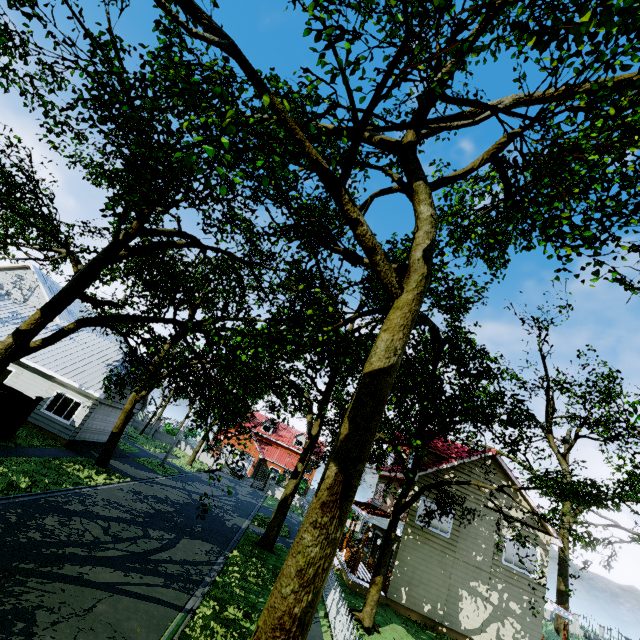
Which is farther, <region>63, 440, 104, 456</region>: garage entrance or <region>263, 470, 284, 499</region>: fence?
<region>263, 470, 284, 499</region>: fence

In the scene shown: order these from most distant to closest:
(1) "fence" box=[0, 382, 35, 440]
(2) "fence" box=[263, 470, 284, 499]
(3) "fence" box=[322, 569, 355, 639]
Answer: (2) "fence" box=[263, 470, 284, 499]
(1) "fence" box=[0, 382, 35, 440]
(3) "fence" box=[322, 569, 355, 639]

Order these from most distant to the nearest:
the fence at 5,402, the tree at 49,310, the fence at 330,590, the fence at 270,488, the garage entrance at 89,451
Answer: the fence at 270,488, the garage entrance at 89,451, the fence at 5,402, the fence at 330,590, the tree at 49,310

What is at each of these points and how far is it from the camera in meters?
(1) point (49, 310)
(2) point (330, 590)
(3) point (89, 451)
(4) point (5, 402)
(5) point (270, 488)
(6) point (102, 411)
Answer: (1) tree, 10.0 m
(2) fence, 13.2 m
(3) garage entrance, 19.4 m
(4) fence, 14.1 m
(5) fence, 39.7 m
(6) garage door, 21.0 m

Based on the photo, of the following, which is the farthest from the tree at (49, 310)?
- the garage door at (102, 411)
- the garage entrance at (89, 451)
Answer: the garage door at (102, 411)

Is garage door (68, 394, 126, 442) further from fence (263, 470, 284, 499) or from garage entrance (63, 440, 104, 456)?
fence (263, 470, 284, 499)

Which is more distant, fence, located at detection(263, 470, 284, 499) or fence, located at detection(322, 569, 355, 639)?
fence, located at detection(263, 470, 284, 499)

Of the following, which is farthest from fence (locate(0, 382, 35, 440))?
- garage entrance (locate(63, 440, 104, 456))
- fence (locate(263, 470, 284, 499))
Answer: fence (locate(263, 470, 284, 499))
